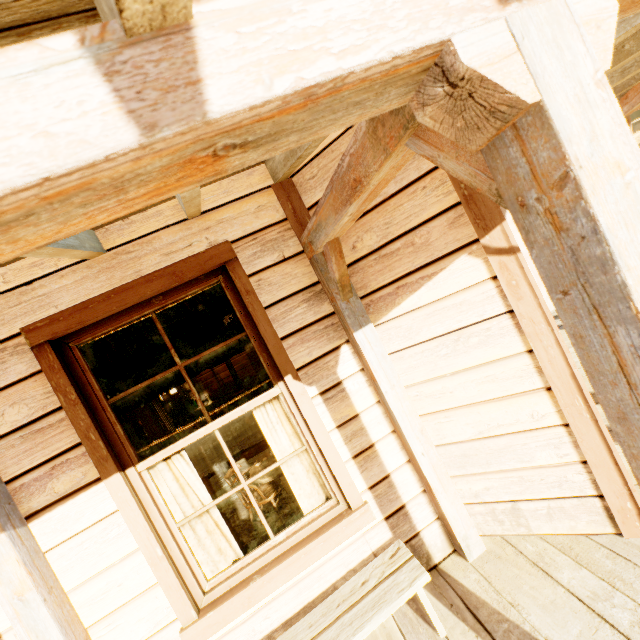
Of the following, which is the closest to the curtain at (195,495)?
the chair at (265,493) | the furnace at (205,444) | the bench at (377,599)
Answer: the bench at (377,599)

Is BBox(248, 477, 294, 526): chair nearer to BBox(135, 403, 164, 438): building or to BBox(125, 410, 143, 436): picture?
BBox(135, 403, 164, 438): building

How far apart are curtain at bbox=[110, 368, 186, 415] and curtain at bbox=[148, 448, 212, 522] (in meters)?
0.27

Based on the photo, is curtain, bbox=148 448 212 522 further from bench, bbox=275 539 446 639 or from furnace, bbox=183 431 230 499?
furnace, bbox=183 431 230 499

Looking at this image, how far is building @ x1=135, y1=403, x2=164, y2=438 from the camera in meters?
4.8

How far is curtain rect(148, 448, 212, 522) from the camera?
2.4m

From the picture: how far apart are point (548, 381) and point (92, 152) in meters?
2.5

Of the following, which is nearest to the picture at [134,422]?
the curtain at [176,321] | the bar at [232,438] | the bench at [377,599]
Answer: the bar at [232,438]
